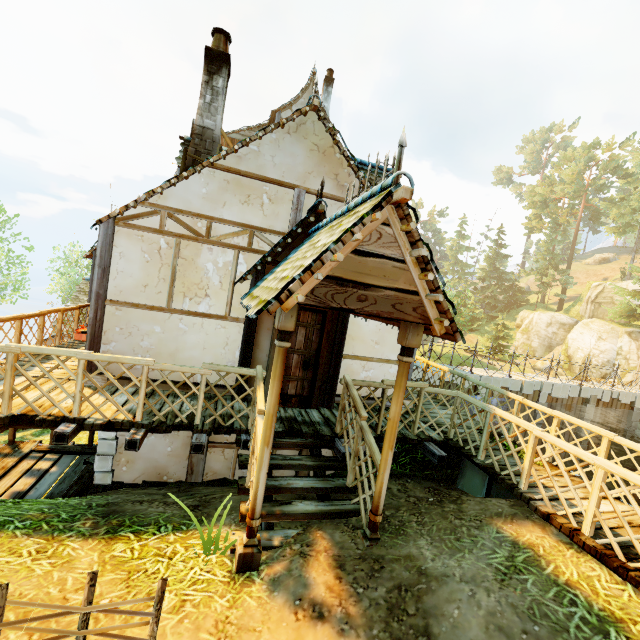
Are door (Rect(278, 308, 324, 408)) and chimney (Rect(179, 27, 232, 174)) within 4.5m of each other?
yes

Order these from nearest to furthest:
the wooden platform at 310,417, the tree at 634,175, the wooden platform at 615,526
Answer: → the wooden platform at 615,526, the wooden platform at 310,417, the tree at 634,175

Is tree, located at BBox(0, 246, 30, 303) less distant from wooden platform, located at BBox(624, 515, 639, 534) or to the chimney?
wooden platform, located at BBox(624, 515, 639, 534)

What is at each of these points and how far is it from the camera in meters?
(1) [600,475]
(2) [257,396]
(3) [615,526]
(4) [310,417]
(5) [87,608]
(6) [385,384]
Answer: (1) fence, 3.9
(2) fence, 4.8
(3) wooden platform, 4.3
(4) wooden platform, 6.4
(5) fence, 2.3
(6) fence, 6.0

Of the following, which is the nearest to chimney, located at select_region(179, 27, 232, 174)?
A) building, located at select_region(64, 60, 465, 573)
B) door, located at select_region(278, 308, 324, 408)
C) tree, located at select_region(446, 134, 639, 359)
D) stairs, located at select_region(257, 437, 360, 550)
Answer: building, located at select_region(64, 60, 465, 573)

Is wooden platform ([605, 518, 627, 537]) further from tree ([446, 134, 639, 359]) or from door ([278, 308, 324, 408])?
tree ([446, 134, 639, 359])

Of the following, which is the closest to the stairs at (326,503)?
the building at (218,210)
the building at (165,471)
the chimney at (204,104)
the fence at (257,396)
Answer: the fence at (257,396)

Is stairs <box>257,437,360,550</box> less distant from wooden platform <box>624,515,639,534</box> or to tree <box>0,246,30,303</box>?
wooden platform <box>624,515,639,534</box>
